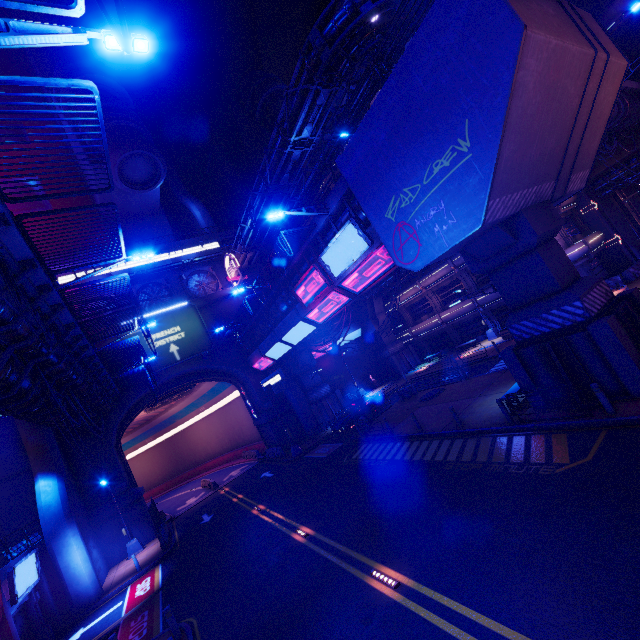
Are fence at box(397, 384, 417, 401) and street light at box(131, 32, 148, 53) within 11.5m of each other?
no

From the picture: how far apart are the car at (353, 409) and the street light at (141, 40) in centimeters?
2528cm

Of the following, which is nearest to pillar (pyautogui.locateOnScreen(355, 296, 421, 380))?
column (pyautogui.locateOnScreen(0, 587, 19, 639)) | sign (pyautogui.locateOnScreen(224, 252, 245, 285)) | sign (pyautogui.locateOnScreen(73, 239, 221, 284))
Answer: sign (pyautogui.locateOnScreen(224, 252, 245, 285))

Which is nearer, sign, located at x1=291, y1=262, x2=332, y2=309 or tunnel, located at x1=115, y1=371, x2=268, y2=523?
sign, located at x1=291, y1=262, x2=332, y2=309

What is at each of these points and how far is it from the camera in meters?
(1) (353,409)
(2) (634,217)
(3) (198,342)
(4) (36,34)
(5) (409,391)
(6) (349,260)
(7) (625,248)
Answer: (1) car, 27.9
(2) tunnel, 34.6
(3) sign, 32.8
(4) street light, 5.0
(5) fence, 27.0
(6) sign, 15.9
(7) tunnel, 30.8

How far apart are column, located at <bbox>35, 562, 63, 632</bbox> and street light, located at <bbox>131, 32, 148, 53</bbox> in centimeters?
2437cm

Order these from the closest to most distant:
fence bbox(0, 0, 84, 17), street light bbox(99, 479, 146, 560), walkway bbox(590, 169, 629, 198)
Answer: fence bbox(0, 0, 84, 17) → street light bbox(99, 479, 146, 560) → walkway bbox(590, 169, 629, 198)

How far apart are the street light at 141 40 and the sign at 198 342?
28.5 meters
